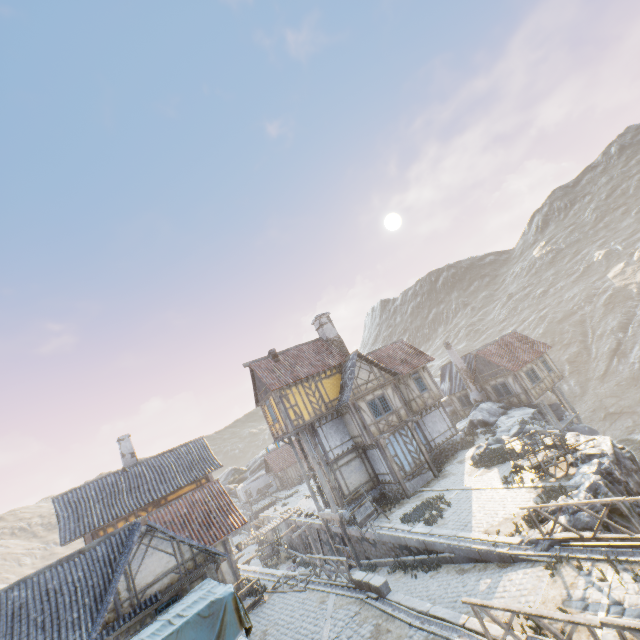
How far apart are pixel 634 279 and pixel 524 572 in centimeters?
6828cm

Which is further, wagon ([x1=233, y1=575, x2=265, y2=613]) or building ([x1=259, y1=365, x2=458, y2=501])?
building ([x1=259, y1=365, x2=458, y2=501])

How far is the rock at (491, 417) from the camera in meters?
21.4

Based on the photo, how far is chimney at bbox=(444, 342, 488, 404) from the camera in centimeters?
3161cm

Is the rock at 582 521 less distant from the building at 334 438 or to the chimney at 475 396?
the chimney at 475 396

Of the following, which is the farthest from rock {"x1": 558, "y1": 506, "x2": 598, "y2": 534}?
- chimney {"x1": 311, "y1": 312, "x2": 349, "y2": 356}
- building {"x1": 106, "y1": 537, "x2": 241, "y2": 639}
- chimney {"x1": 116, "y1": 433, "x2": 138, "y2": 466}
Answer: chimney {"x1": 116, "y1": 433, "x2": 138, "y2": 466}

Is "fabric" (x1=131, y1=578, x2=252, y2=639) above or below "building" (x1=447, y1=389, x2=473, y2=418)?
above

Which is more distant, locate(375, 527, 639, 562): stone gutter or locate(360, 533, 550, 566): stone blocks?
locate(360, 533, 550, 566): stone blocks
